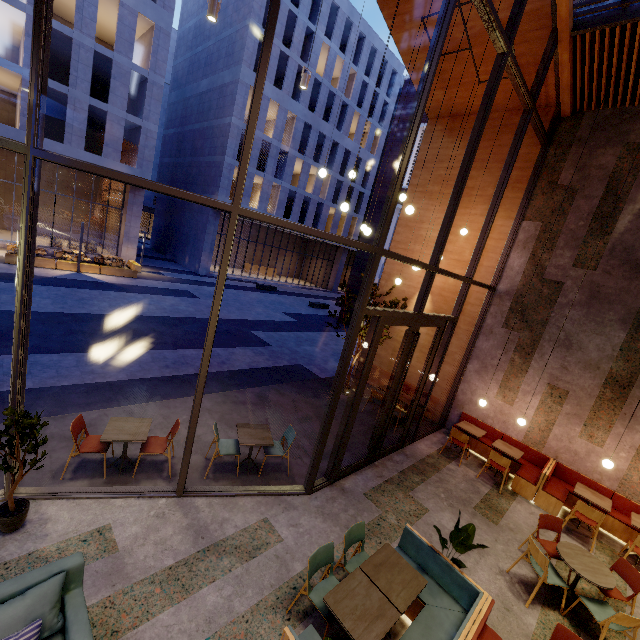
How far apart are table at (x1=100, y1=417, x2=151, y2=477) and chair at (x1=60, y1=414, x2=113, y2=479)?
0.19m

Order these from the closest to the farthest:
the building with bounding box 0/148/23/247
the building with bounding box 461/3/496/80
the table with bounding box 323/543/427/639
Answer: the table with bounding box 323/543/427/639 → the building with bounding box 461/3/496/80 → the building with bounding box 0/148/23/247

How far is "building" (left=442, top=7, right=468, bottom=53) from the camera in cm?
763

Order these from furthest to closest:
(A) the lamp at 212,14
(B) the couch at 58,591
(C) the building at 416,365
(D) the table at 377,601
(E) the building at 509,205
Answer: (C) the building at 416,365 → (E) the building at 509,205 → (A) the lamp at 212,14 → (D) the table at 377,601 → (B) the couch at 58,591

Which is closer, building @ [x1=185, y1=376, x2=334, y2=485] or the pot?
the pot

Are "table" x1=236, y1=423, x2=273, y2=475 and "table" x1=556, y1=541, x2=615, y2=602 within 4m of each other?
no

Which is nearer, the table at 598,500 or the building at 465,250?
the table at 598,500

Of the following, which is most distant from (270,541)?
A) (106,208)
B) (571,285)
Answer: (106,208)
